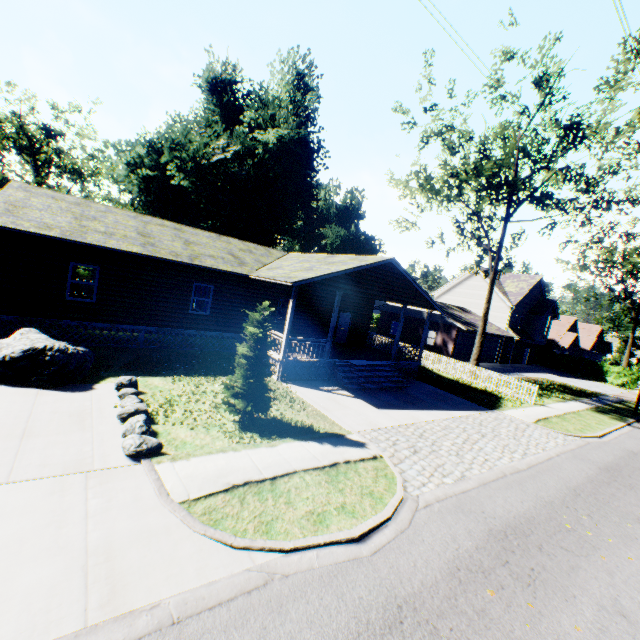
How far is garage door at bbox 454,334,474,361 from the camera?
32.1m

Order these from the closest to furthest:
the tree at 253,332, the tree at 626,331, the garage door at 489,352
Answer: the tree at 253,332
the tree at 626,331
the garage door at 489,352

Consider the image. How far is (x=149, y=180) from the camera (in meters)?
34.81

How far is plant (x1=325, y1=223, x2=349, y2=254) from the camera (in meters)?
56.44

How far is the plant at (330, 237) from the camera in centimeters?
5644cm

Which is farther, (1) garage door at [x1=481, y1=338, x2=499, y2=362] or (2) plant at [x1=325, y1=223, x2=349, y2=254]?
(2) plant at [x1=325, y1=223, x2=349, y2=254]

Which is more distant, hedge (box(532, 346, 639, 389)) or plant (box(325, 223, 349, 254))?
plant (box(325, 223, 349, 254))

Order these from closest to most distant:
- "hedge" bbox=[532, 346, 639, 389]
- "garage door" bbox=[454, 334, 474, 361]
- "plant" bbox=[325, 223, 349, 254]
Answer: "garage door" bbox=[454, 334, 474, 361]
"hedge" bbox=[532, 346, 639, 389]
"plant" bbox=[325, 223, 349, 254]
